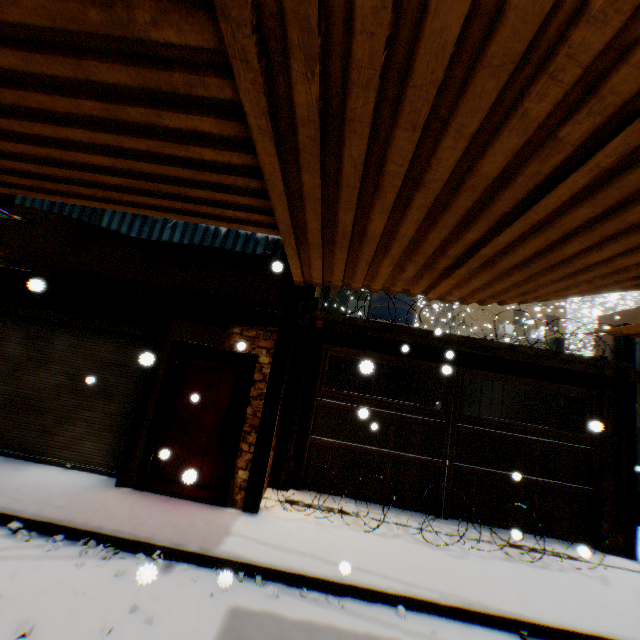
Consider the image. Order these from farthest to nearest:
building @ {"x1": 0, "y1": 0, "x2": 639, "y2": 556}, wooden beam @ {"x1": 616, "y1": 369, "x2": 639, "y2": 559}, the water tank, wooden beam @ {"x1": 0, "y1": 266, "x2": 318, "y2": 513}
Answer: the water tank, wooden beam @ {"x1": 616, "y1": 369, "x2": 639, "y2": 559}, wooden beam @ {"x1": 0, "y1": 266, "x2": 318, "y2": 513}, building @ {"x1": 0, "y1": 0, "x2": 639, "y2": 556}

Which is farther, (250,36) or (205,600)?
(205,600)

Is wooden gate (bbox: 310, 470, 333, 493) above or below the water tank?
below

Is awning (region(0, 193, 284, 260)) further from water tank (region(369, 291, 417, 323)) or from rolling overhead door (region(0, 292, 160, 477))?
water tank (region(369, 291, 417, 323))

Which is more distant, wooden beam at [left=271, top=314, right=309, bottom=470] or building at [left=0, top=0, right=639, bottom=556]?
wooden beam at [left=271, top=314, right=309, bottom=470]

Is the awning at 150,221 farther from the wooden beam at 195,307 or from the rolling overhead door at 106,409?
the rolling overhead door at 106,409

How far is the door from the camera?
5.3 meters

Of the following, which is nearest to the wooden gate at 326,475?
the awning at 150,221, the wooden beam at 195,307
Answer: the wooden beam at 195,307
